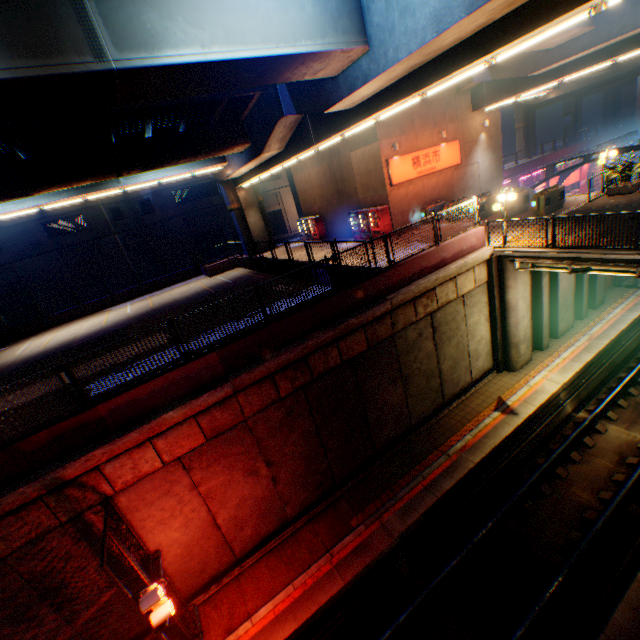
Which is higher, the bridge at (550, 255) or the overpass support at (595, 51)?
the overpass support at (595, 51)

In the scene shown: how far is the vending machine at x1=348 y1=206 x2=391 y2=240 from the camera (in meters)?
20.97

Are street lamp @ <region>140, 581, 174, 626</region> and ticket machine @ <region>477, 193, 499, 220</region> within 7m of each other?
no

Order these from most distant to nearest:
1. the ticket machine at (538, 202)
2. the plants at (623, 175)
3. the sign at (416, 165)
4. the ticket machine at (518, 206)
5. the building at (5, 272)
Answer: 1. the building at (5, 272)
2. the sign at (416, 165)
3. the ticket machine at (518, 206)
4. the ticket machine at (538, 202)
5. the plants at (623, 175)

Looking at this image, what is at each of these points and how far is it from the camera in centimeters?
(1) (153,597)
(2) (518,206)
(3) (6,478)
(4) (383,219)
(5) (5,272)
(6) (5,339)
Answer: (1) street lamp, 700cm
(2) ticket machine, 1772cm
(3) concrete block, 715cm
(4) vending machine, 2105cm
(5) building, 3058cm
(6) overpass support, 2309cm

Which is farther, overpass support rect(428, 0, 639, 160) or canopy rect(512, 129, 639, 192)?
canopy rect(512, 129, 639, 192)

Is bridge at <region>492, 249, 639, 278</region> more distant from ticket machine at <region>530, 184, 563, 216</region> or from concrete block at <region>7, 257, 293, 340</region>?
ticket machine at <region>530, 184, 563, 216</region>

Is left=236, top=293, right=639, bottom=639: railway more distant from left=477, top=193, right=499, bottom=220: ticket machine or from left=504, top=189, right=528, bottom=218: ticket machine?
left=477, top=193, right=499, bottom=220: ticket machine
